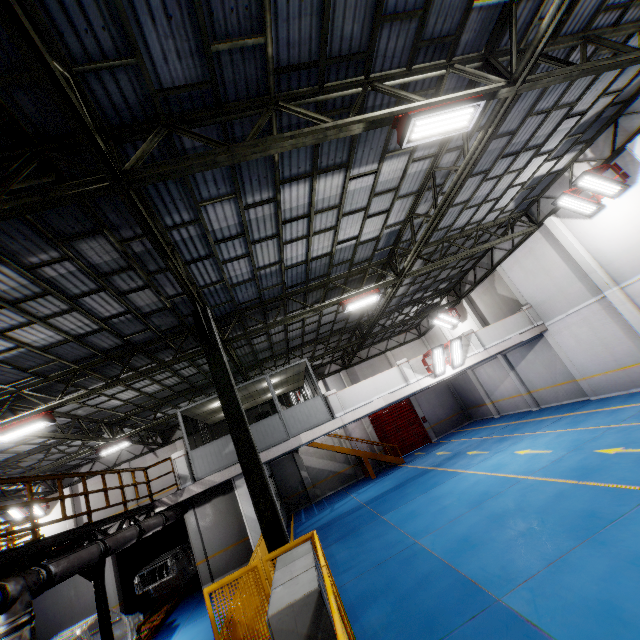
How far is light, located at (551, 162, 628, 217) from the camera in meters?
11.4

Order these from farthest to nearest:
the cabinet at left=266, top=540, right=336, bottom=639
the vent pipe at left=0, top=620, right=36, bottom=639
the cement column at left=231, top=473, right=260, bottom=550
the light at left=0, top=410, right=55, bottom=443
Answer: the cement column at left=231, top=473, right=260, bottom=550, the light at left=0, top=410, right=55, bottom=443, the vent pipe at left=0, top=620, right=36, bottom=639, the cabinet at left=266, top=540, right=336, bottom=639

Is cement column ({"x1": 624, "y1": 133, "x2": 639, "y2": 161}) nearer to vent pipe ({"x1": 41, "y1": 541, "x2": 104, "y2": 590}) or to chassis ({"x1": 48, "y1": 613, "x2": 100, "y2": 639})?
vent pipe ({"x1": 41, "y1": 541, "x2": 104, "y2": 590})

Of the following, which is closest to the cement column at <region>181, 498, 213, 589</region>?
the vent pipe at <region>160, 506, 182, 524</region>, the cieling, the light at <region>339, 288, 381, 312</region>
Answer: the vent pipe at <region>160, 506, 182, 524</region>

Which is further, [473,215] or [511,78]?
[473,215]

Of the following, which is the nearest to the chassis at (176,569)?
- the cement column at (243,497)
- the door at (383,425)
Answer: the cement column at (243,497)

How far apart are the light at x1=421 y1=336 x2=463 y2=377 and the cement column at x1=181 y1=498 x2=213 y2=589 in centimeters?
1310cm

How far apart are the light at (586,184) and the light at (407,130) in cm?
837
